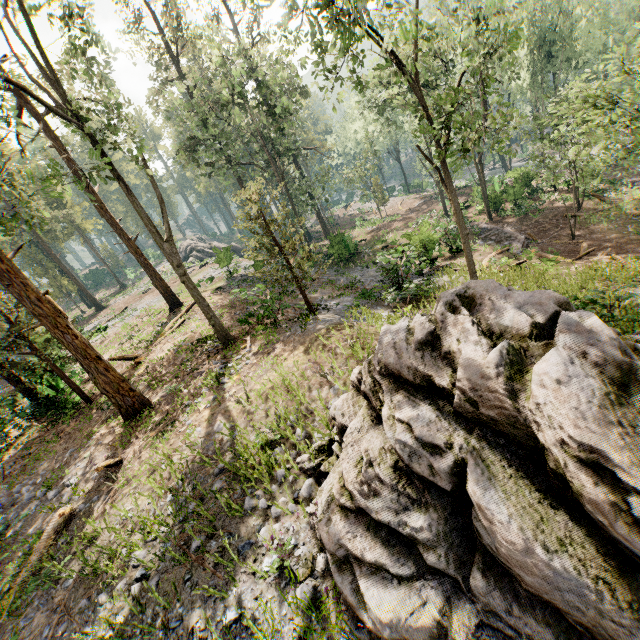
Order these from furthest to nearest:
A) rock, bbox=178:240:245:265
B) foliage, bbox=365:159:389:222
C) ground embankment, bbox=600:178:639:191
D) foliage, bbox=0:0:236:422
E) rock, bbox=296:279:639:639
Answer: foliage, bbox=365:159:389:222 → rock, bbox=178:240:245:265 → ground embankment, bbox=600:178:639:191 → foliage, bbox=0:0:236:422 → rock, bbox=296:279:639:639

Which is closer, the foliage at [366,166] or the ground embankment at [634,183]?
the ground embankment at [634,183]

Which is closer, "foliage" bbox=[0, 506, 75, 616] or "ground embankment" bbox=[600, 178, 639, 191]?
"foliage" bbox=[0, 506, 75, 616]

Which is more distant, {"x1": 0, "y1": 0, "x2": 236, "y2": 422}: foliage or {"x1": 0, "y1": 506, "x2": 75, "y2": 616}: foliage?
{"x1": 0, "y1": 0, "x2": 236, "y2": 422}: foliage

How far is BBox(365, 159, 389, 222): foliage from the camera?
37.7m

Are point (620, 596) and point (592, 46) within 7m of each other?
no

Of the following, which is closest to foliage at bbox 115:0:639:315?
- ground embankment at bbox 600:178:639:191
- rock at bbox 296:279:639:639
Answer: rock at bbox 296:279:639:639

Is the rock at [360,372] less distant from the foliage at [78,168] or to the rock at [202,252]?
the foliage at [78,168]
